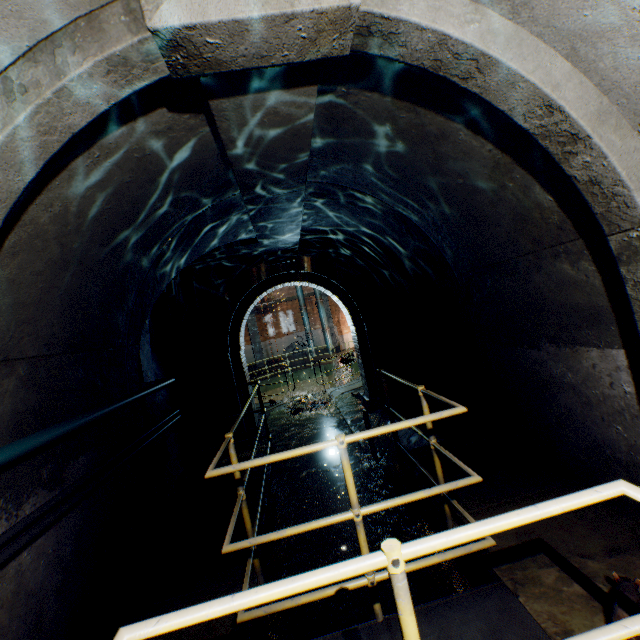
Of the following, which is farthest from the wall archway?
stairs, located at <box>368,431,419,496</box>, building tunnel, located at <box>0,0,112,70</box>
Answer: stairs, located at <box>368,431,419,496</box>

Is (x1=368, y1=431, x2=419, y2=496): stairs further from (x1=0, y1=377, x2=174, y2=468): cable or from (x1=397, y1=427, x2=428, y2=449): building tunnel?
(x1=0, y1=377, x2=174, y2=468): cable

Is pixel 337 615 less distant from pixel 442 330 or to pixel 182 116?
pixel 442 330

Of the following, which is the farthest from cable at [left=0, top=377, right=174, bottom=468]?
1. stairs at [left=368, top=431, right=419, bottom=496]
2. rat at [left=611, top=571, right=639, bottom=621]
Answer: stairs at [left=368, top=431, right=419, bottom=496]

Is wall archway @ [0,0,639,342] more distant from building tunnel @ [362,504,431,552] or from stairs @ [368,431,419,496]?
stairs @ [368,431,419,496]

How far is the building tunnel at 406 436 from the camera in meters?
6.1

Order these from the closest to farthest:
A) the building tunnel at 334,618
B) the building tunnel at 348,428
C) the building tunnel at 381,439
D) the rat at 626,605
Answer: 1. the rat at 626,605
2. the building tunnel at 334,618
3. the building tunnel at 381,439
4. the building tunnel at 348,428
